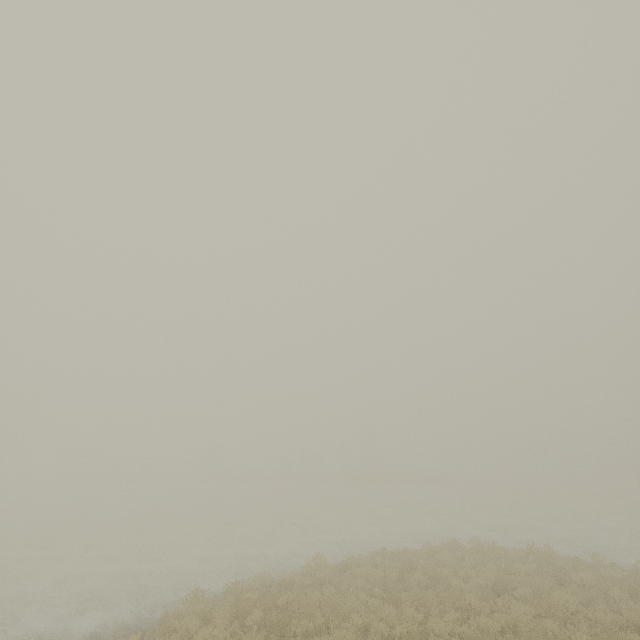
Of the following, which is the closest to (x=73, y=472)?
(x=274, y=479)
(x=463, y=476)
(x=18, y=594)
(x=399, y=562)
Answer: (x=274, y=479)
